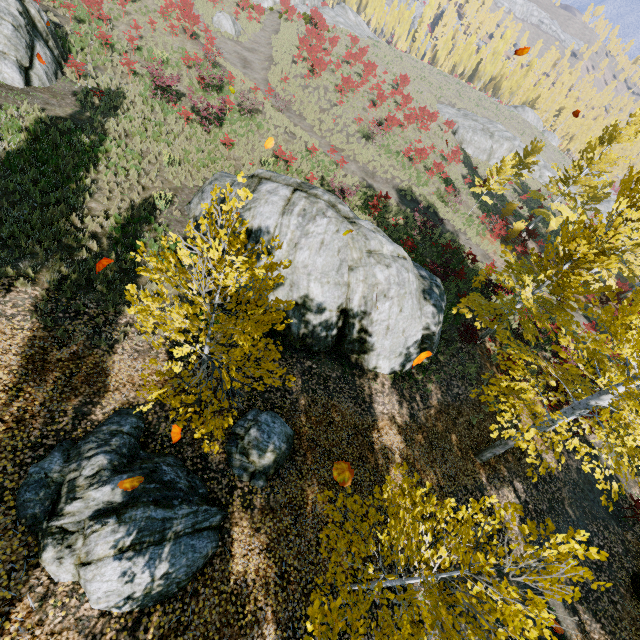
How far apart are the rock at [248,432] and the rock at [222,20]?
36.7m

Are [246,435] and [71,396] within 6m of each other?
yes

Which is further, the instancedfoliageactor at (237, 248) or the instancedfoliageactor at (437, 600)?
the instancedfoliageactor at (237, 248)

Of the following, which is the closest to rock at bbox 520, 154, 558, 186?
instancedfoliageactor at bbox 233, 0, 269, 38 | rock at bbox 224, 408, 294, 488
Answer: instancedfoliageactor at bbox 233, 0, 269, 38

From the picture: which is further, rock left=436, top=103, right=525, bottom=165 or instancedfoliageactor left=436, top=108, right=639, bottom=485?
rock left=436, top=103, right=525, bottom=165

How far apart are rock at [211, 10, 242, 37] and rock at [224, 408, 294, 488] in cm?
3673

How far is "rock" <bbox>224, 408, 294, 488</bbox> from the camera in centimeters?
758cm

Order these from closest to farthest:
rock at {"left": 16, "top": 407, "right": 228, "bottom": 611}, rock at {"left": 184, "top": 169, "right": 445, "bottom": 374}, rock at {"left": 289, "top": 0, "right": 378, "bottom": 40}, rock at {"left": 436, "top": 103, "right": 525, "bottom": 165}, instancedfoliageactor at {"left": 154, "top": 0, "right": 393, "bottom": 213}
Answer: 1. rock at {"left": 16, "top": 407, "right": 228, "bottom": 611}
2. rock at {"left": 184, "top": 169, "right": 445, "bottom": 374}
3. instancedfoliageactor at {"left": 154, "top": 0, "right": 393, "bottom": 213}
4. rock at {"left": 436, "top": 103, "right": 525, "bottom": 165}
5. rock at {"left": 289, "top": 0, "right": 378, "bottom": 40}
